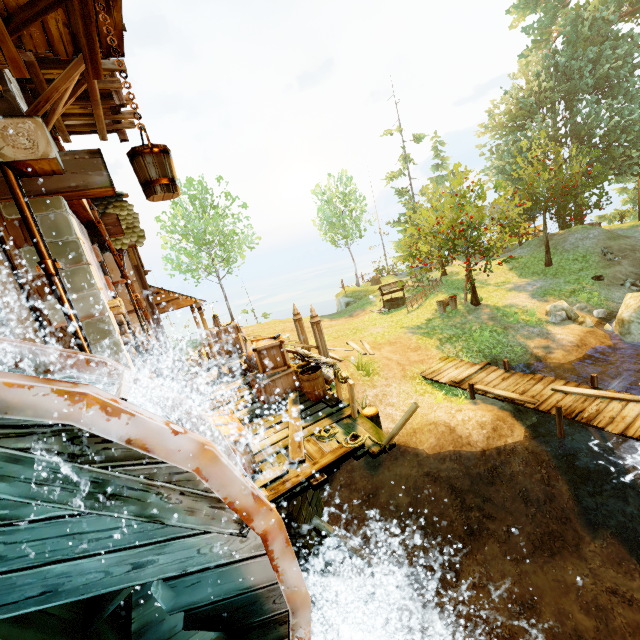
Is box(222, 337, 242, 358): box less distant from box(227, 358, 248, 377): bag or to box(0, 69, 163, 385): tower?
box(227, 358, 248, 377): bag

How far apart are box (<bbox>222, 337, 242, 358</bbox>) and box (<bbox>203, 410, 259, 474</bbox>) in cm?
627

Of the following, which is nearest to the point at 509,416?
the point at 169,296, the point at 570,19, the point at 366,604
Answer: the point at 366,604

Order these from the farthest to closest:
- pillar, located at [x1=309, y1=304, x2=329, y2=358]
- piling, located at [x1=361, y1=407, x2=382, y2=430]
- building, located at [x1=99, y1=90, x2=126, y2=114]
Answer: pillar, located at [x1=309, y1=304, x2=329, y2=358] → piling, located at [x1=361, y1=407, x2=382, y2=430] → building, located at [x1=99, y1=90, x2=126, y2=114]

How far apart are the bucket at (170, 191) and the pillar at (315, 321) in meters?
9.1 m

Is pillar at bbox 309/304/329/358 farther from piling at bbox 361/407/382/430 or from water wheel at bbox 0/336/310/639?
water wheel at bbox 0/336/310/639

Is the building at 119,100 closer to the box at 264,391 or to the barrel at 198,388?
the barrel at 198,388

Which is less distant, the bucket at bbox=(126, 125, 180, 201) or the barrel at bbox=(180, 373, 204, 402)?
the bucket at bbox=(126, 125, 180, 201)
